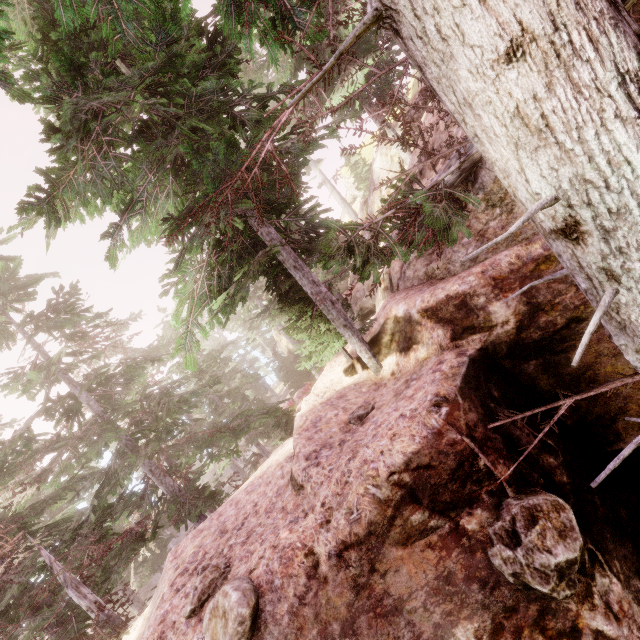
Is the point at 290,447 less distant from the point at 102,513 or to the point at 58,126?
the point at 58,126

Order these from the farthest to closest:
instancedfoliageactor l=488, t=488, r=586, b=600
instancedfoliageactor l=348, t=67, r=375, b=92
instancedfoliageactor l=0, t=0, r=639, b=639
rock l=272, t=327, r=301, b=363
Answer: rock l=272, t=327, r=301, b=363
instancedfoliageactor l=348, t=67, r=375, b=92
instancedfoliageactor l=488, t=488, r=586, b=600
instancedfoliageactor l=0, t=0, r=639, b=639

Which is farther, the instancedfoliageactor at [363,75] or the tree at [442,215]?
the instancedfoliageactor at [363,75]

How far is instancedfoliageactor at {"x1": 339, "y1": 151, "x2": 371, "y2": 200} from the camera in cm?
2762

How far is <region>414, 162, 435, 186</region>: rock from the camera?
8.6m

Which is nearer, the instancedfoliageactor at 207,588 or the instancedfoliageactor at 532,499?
the instancedfoliageactor at 532,499

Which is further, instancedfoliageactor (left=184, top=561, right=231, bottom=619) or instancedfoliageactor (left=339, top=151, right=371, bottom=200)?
instancedfoliageactor (left=339, top=151, right=371, bottom=200)
